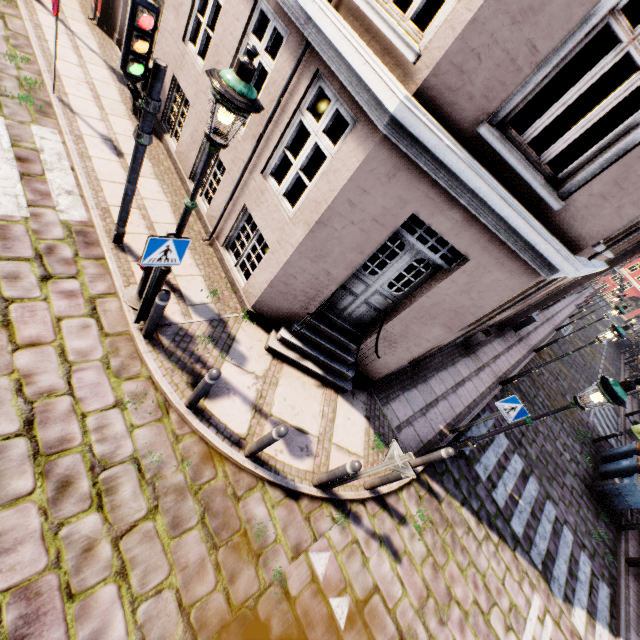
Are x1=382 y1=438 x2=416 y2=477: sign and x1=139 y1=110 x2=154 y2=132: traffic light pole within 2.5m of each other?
no

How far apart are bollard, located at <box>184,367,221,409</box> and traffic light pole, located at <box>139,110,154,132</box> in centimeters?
327cm

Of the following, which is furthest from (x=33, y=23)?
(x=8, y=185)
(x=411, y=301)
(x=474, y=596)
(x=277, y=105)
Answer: (x=474, y=596)

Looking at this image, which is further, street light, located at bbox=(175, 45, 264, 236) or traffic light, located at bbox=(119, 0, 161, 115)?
traffic light, located at bbox=(119, 0, 161, 115)

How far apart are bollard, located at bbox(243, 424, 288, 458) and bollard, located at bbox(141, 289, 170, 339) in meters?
2.2

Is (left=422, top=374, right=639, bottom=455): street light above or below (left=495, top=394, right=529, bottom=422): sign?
above

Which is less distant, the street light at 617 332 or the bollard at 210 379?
the bollard at 210 379

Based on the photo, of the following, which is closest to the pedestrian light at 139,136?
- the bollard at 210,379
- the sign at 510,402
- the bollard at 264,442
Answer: the bollard at 210,379
